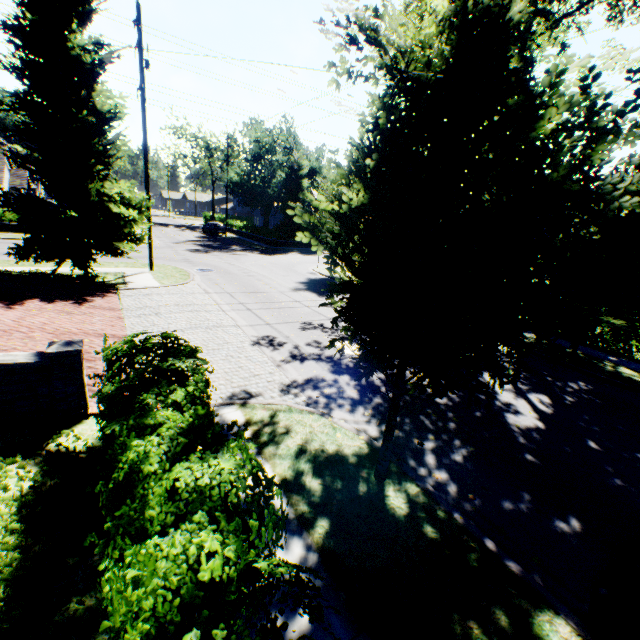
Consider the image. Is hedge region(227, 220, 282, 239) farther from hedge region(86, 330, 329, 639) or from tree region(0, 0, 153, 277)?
hedge region(86, 330, 329, 639)

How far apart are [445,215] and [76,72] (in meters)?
15.52

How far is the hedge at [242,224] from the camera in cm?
3761

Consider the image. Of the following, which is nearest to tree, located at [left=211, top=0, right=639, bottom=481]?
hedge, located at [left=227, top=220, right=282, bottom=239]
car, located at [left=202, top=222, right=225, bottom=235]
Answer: hedge, located at [left=227, top=220, right=282, bottom=239]

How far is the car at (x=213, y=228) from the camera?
42.1m

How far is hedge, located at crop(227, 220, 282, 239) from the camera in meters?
37.6

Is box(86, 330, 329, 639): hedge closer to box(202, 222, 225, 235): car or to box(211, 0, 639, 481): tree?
box(211, 0, 639, 481): tree

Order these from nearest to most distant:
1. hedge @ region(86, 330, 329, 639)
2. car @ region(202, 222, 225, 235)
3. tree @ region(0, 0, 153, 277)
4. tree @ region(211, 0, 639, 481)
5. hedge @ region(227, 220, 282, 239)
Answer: hedge @ region(86, 330, 329, 639)
tree @ region(211, 0, 639, 481)
tree @ region(0, 0, 153, 277)
hedge @ region(227, 220, 282, 239)
car @ region(202, 222, 225, 235)
